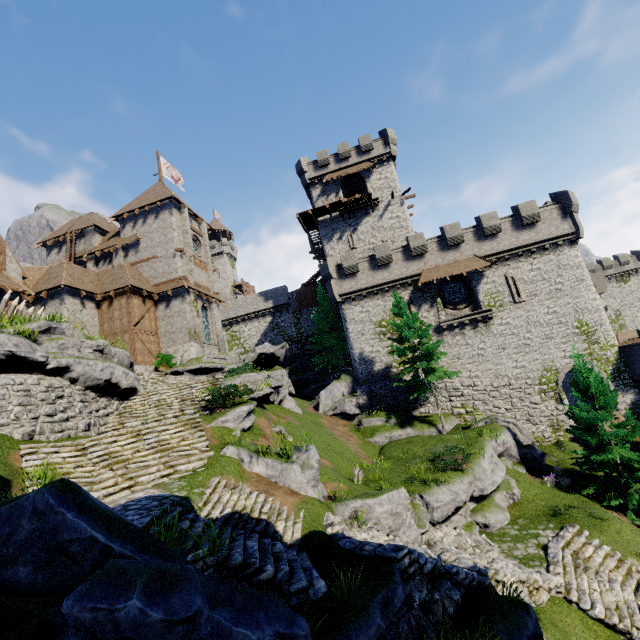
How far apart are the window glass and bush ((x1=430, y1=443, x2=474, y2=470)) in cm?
1395

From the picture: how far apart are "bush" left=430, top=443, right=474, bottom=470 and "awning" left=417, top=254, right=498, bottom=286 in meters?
13.2

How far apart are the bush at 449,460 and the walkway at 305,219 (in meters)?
25.90

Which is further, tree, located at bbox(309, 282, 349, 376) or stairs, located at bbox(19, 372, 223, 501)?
tree, located at bbox(309, 282, 349, 376)

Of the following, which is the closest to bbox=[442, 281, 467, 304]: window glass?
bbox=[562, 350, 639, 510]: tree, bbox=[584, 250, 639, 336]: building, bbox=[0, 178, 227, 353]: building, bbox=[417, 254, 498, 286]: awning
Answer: bbox=[417, 254, 498, 286]: awning

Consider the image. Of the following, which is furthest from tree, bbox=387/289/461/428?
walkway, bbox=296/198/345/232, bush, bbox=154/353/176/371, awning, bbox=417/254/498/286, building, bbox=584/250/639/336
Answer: building, bbox=584/250/639/336

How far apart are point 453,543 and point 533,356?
18.06m

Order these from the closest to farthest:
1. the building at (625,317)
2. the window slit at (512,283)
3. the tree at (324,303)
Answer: the window slit at (512,283) → the tree at (324,303) → the building at (625,317)
